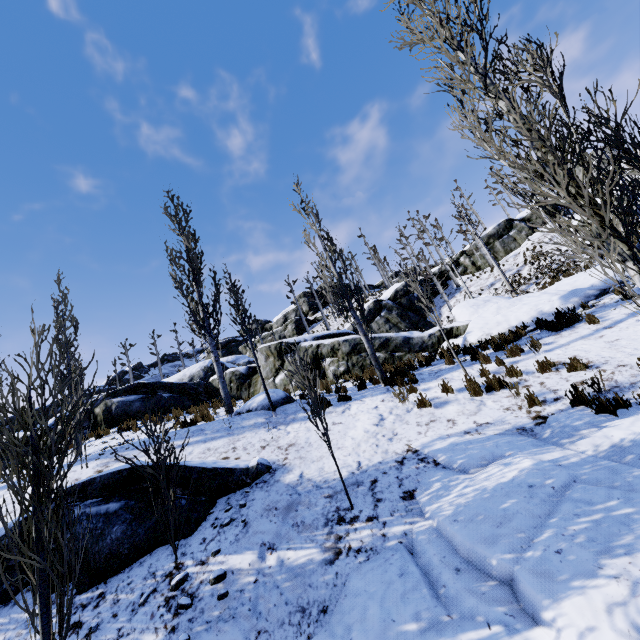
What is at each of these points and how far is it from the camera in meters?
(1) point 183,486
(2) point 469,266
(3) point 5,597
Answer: (1) rock, 5.9
(2) rock, 32.0
(3) rock, 4.8

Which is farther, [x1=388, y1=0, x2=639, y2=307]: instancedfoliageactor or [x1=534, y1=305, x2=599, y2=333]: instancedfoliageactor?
[x1=534, y1=305, x2=599, y2=333]: instancedfoliageactor

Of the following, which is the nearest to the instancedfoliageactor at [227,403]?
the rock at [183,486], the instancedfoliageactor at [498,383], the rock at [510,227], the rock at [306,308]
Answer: the rock at [183,486]

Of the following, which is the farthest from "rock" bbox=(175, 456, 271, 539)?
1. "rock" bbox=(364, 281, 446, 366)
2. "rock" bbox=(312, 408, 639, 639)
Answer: "rock" bbox=(364, 281, 446, 366)

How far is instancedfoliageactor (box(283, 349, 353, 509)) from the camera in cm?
525

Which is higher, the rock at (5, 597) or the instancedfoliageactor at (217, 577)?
the rock at (5, 597)
